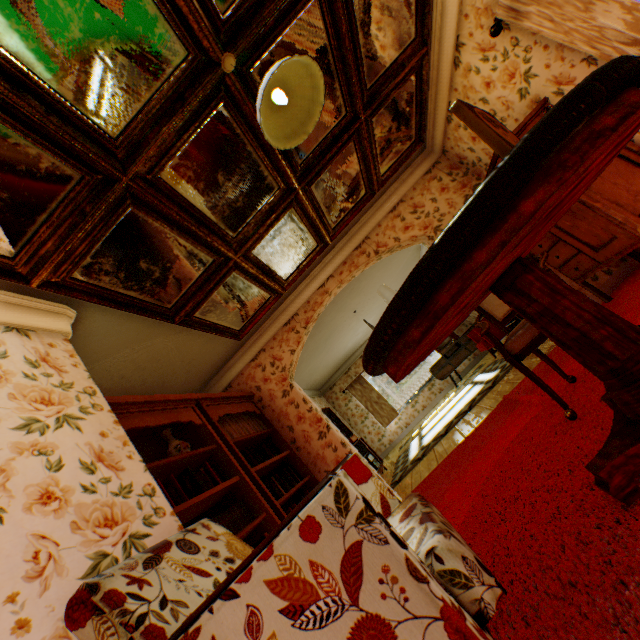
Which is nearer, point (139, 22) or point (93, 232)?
point (139, 22)

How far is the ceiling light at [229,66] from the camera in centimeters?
206cm

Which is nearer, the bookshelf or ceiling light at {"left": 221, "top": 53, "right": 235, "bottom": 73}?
ceiling light at {"left": 221, "top": 53, "right": 235, "bottom": 73}

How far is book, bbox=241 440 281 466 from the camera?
3.8m

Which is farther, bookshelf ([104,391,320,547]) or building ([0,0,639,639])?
bookshelf ([104,391,320,547])

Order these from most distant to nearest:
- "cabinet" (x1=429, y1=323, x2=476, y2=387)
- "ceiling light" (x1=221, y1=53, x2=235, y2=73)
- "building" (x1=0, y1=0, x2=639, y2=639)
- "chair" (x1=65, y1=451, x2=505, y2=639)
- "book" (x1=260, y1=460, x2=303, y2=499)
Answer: "cabinet" (x1=429, y1=323, x2=476, y2=387), "book" (x1=260, y1=460, x2=303, y2=499), "ceiling light" (x1=221, y1=53, x2=235, y2=73), "building" (x1=0, y1=0, x2=639, y2=639), "chair" (x1=65, y1=451, x2=505, y2=639)

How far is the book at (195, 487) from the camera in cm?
252

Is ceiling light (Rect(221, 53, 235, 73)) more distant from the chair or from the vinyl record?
the vinyl record
